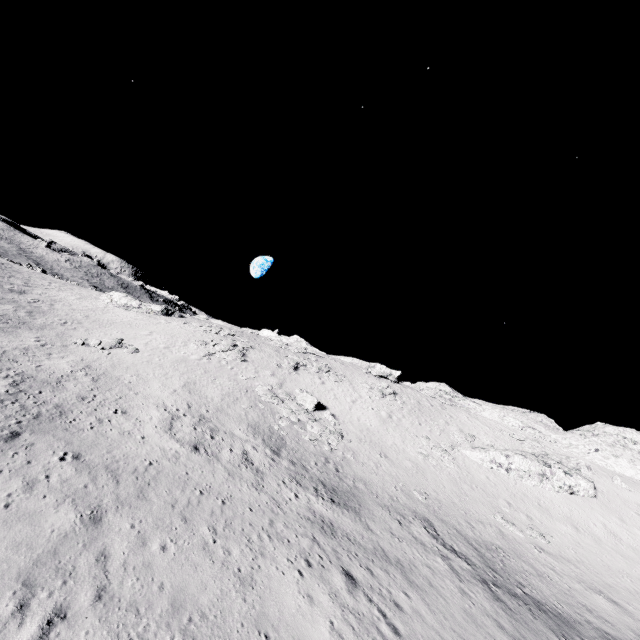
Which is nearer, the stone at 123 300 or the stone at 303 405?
the stone at 303 405

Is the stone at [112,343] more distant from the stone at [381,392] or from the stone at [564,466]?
the stone at [564,466]

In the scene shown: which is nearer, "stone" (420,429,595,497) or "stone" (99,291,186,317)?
"stone" (420,429,595,497)

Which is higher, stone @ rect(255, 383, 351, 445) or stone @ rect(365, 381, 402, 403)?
stone @ rect(365, 381, 402, 403)

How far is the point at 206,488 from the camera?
15.97m

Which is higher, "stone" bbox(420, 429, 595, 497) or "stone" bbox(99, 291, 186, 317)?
"stone" bbox(420, 429, 595, 497)

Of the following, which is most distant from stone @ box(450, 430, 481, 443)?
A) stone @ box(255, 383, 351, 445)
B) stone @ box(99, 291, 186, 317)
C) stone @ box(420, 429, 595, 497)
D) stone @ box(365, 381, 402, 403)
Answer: stone @ box(99, 291, 186, 317)

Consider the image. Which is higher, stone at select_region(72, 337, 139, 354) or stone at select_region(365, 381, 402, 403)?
stone at select_region(365, 381, 402, 403)
